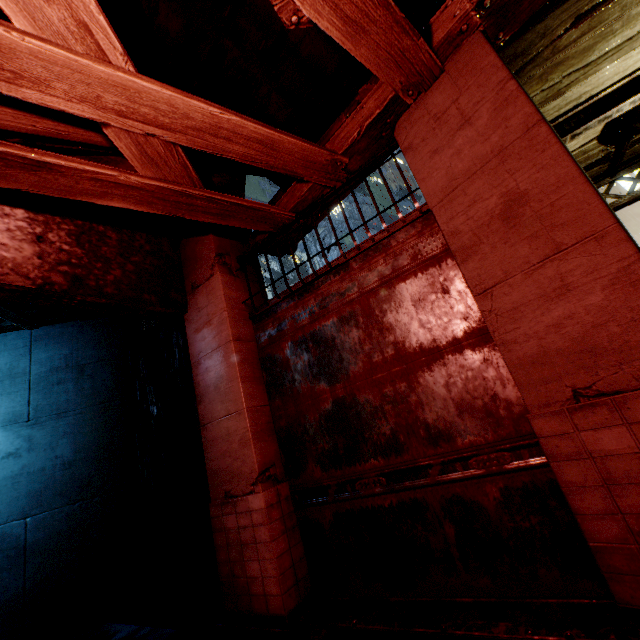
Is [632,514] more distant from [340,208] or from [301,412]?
[340,208]
